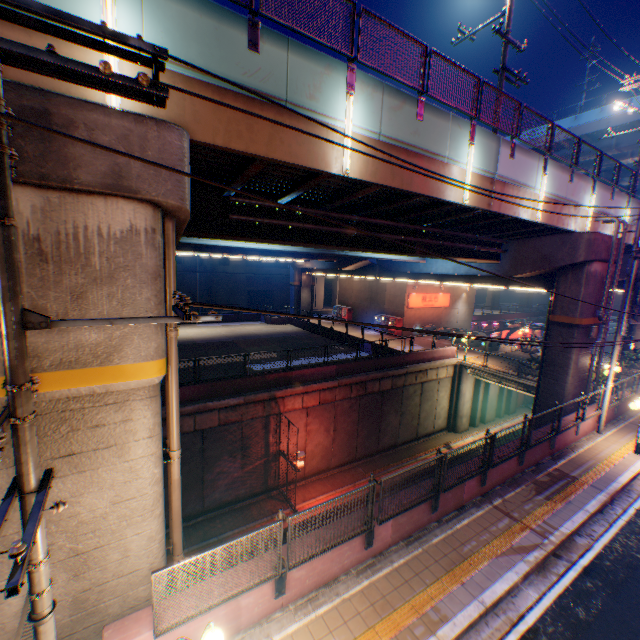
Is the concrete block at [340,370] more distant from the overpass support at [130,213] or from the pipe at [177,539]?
the pipe at [177,539]

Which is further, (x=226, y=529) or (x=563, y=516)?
(x=226, y=529)

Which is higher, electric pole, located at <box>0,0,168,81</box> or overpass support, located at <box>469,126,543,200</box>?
overpass support, located at <box>469,126,543,200</box>

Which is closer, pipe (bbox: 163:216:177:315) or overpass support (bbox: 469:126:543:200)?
pipe (bbox: 163:216:177:315)

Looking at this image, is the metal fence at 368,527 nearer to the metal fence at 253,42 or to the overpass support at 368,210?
the overpass support at 368,210

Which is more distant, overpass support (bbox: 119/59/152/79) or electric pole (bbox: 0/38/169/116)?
overpass support (bbox: 119/59/152/79)

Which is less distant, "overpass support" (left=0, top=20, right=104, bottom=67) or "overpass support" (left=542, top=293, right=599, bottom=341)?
"overpass support" (left=0, top=20, right=104, bottom=67)
